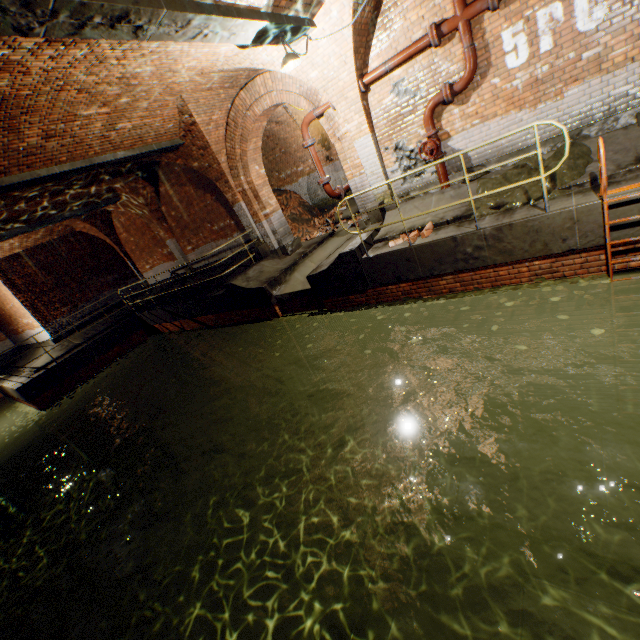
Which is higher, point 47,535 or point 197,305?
point 197,305

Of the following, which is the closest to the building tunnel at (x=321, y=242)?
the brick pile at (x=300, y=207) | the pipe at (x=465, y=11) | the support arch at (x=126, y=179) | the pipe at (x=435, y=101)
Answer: the brick pile at (x=300, y=207)

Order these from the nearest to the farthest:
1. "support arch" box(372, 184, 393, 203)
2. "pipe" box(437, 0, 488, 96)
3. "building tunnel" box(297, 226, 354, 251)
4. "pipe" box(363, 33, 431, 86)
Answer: "pipe" box(437, 0, 488, 96) → "pipe" box(363, 33, 431, 86) → "support arch" box(372, 184, 393, 203) → "building tunnel" box(297, 226, 354, 251)

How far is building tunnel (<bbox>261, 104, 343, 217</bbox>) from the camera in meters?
12.9 m

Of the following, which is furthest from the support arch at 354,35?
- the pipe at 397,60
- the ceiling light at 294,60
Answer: the ceiling light at 294,60

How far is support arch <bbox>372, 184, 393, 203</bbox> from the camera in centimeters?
811cm

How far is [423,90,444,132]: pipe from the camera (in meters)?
6.54
